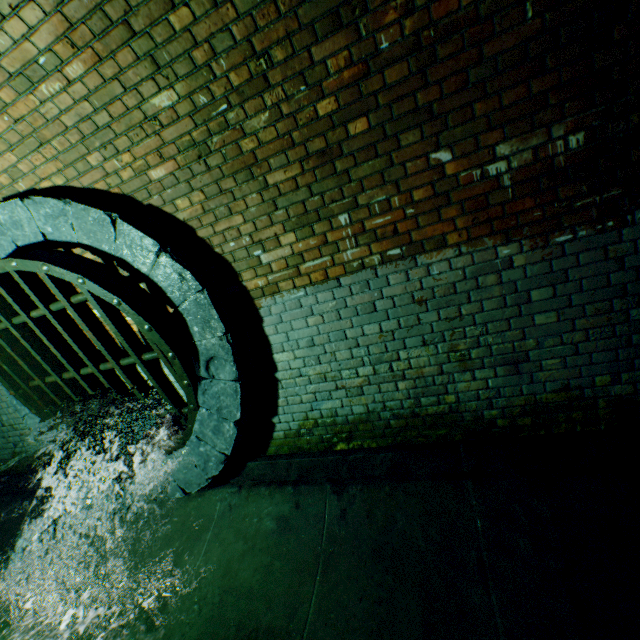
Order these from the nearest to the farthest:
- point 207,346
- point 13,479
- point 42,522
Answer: point 207,346
point 42,522
point 13,479

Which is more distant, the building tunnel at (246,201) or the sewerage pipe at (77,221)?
the sewerage pipe at (77,221)

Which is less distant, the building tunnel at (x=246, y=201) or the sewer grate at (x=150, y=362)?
the building tunnel at (x=246, y=201)

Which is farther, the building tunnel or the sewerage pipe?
the sewerage pipe

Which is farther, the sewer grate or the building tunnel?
the sewer grate
